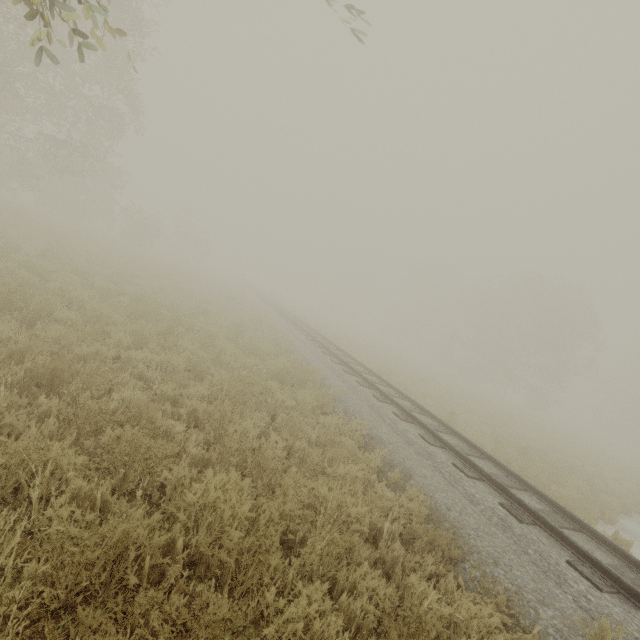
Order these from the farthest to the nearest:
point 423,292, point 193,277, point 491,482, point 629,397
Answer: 1. point 629,397
2. point 423,292
3. point 193,277
4. point 491,482

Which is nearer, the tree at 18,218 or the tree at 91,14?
the tree at 91,14

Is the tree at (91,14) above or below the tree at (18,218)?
above

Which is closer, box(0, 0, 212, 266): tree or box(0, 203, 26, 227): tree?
box(0, 0, 212, 266): tree

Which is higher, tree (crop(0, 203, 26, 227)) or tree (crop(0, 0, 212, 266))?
tree (crop(0, 0, 212, 266))
